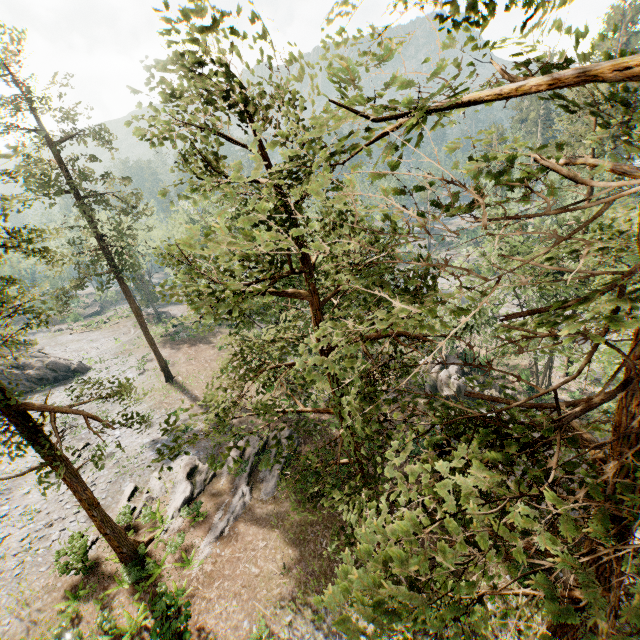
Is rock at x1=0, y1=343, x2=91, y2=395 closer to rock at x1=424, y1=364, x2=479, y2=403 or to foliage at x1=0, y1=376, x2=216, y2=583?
foliage at x1=0, y1=376, x2=216, y2=583

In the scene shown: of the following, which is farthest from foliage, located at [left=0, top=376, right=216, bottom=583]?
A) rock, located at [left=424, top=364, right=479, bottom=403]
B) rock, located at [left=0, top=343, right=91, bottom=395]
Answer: rock, located at [left=424, top=364, right=479, bottom=403]

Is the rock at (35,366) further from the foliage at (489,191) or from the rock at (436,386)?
the rock at (436,386)

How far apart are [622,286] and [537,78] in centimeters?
224cm

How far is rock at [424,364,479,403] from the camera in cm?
2983

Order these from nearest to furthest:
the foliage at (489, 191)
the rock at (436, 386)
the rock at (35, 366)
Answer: the foliage at (489, 191) → the rock at (436, 386) → the rock at (35, 366)
